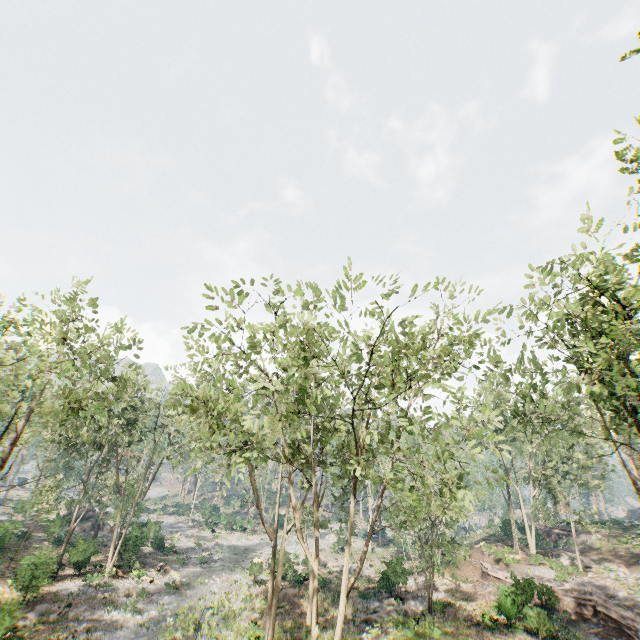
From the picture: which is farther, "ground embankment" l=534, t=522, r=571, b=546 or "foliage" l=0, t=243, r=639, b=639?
"ground embankment" l=534, t=522, r=571, b=546

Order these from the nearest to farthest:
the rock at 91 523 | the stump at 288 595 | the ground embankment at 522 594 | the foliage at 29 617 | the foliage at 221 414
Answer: the foliage at 221 414
the foliage at 29 617
the ground embankment at 522 594
the stump at 288 595
the rock at 91 523

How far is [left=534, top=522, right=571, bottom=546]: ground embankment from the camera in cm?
4034

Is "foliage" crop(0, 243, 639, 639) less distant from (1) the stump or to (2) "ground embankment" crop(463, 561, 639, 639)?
(2) "ground embankment" crop(463, 561, 639, 639)

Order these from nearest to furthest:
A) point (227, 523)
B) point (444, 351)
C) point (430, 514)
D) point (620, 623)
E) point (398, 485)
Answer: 1. point (398, 485)
2. point (444, 351)
3. point (620, 623)
4. point (430, 514)
5. point (227, 523)

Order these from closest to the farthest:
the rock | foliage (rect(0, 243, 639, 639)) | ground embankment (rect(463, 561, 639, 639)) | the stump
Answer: foliage (rect(0, 243, 639, 639)), ground embankment (rect(463, 561, 639, 639)), the stump, the rock

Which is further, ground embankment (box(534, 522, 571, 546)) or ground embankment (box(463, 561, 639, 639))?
ground embankment (box(534, 522, 571, 546))

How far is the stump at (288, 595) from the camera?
27.7m
